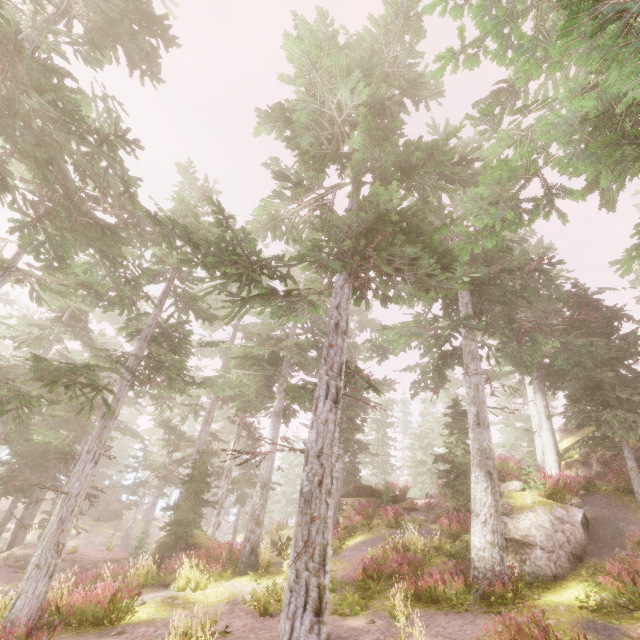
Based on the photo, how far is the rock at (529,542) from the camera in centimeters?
1102cm

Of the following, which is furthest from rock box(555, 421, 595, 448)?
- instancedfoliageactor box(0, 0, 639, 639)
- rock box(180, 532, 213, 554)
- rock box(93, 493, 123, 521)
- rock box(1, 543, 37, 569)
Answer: rock box(1, 543, 37, 569)

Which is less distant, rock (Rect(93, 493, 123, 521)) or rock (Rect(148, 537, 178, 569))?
rock (Rect(148, 537, 178, 569))

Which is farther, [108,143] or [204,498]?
[204,498]

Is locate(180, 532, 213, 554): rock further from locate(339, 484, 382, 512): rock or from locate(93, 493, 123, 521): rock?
locate(93, 493, 123, 521): rock

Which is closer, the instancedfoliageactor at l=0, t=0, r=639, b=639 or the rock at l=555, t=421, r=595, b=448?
the instancedfoliageactor at l=0, t=0, r=639, b=639

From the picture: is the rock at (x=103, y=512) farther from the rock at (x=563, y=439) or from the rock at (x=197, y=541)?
the rock at (x=197, y=541)
